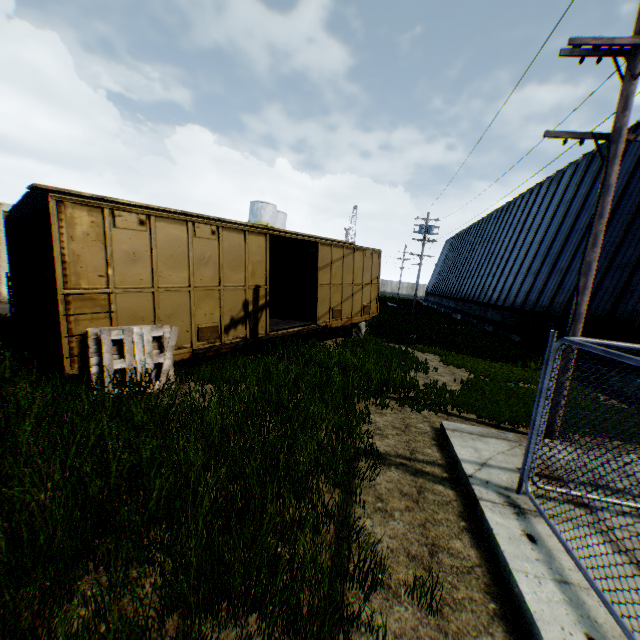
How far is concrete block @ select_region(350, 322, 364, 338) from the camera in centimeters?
1488cm

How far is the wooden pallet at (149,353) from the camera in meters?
5.9

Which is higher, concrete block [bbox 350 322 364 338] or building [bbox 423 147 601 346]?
building [bbox 423 147 601 346]

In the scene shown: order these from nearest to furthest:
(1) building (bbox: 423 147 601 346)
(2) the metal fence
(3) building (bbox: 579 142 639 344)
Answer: (2) the metal fence, (3) building (bbox: 579 142 639 344), (1) building (bbox: 423 147 601 346)

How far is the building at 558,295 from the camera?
16.2m

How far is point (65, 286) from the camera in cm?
572

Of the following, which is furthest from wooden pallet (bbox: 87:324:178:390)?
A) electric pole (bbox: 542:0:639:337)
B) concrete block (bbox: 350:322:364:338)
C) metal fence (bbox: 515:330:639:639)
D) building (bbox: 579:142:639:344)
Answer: building (bbox: 579:142:639:344)

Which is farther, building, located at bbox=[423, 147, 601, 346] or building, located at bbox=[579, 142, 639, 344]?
building, located at bbox=[423, 147, 601, 346]
